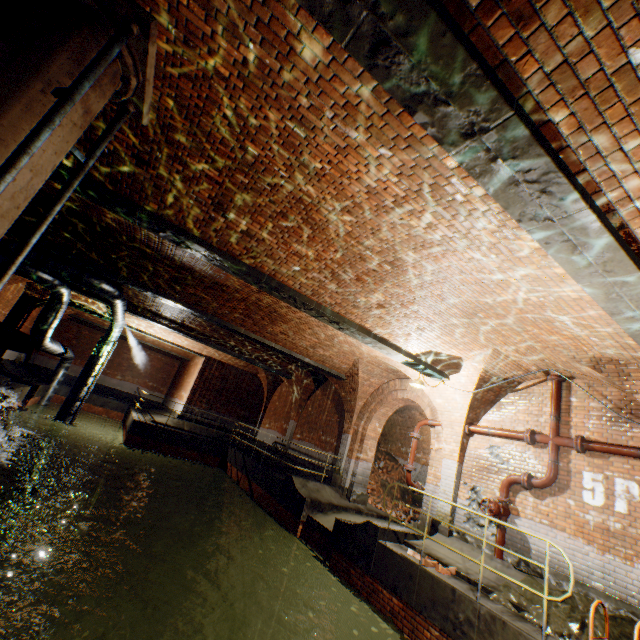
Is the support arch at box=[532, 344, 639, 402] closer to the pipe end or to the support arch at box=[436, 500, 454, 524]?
the support arch at box=[436, 500, 454, 524]

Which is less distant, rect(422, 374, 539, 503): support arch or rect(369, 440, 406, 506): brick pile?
rect(422, 374, 539, 503): support arch

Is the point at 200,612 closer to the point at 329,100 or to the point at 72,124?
the point at 72,124

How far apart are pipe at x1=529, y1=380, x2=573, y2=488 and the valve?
0.6m

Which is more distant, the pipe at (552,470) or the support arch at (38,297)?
the support arch at (38,297)

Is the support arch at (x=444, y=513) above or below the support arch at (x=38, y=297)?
below

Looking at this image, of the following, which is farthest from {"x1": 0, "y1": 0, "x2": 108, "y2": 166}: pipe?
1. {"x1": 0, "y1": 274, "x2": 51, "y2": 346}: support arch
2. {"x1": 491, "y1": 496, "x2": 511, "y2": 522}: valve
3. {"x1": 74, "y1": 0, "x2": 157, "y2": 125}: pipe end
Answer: {"x1": 0, "y1": 274, "x2": 51, "y2": 346}: support arch

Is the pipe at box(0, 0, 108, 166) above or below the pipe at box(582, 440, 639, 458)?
above
